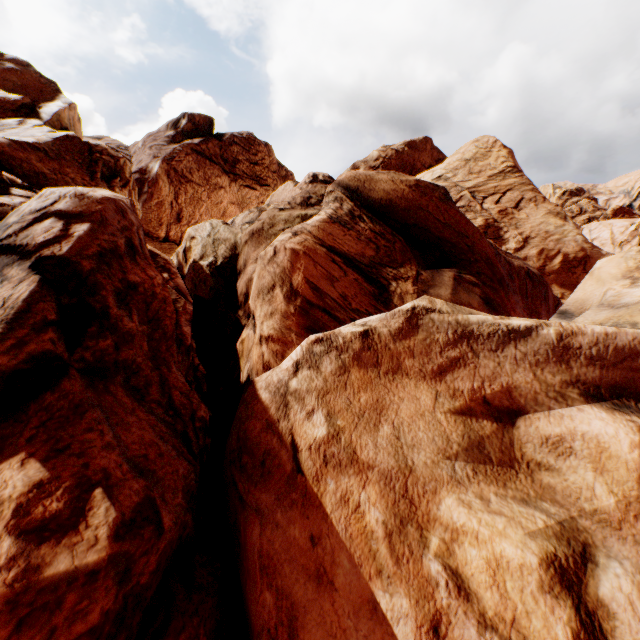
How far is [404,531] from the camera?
3.93m
